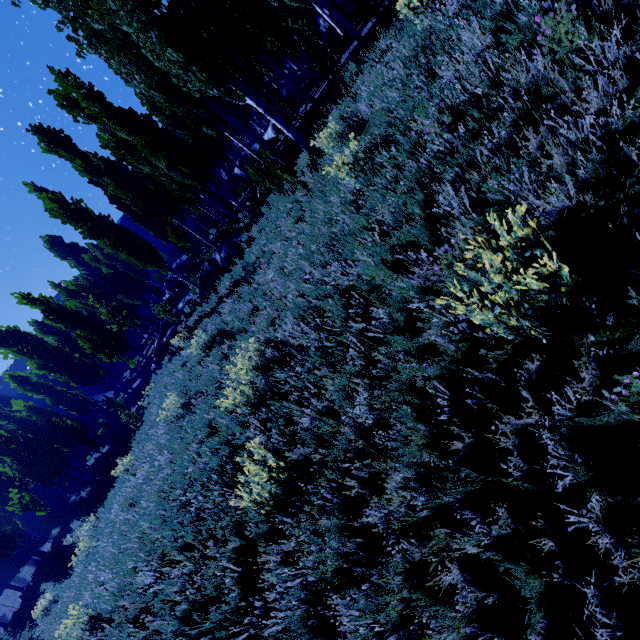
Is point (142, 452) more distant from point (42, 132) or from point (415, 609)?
point (42, 132)

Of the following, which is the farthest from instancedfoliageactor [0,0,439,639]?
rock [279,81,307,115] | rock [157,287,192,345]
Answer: rock [157,287,192,345]

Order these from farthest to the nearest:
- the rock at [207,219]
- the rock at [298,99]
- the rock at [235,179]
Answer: Answer: the rock at [207,219] < the rock at [235,179] < the rock at [298,99]

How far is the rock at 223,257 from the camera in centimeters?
1387cm

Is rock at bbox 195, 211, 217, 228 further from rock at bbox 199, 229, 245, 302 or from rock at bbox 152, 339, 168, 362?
rock at bbox 152, 339, 168, 362

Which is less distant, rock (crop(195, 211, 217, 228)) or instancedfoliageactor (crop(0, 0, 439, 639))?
instancedfoliageactor (crop(0, 0, 439, 639))

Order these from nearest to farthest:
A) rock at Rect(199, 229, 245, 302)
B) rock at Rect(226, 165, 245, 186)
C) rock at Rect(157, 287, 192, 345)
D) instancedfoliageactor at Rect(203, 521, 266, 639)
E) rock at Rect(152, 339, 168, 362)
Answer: instancedfoliageactor at Rect(203, 521, 266, 639) < rock at Rect(199, 229, 245, 302) < rock at Rect(157, 287, 192, 345) < rock at Rect(152, 339, 168, 362) < rock at Rect(226, 165, 245, 186)

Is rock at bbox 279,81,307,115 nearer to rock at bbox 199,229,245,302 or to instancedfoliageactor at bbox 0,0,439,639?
instancedfoliageactor at bbox 0,0,439,639
